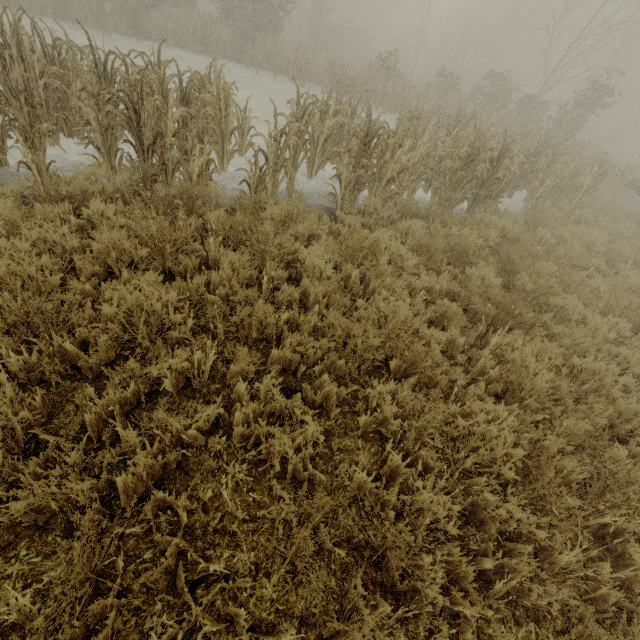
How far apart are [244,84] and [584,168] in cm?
1520
